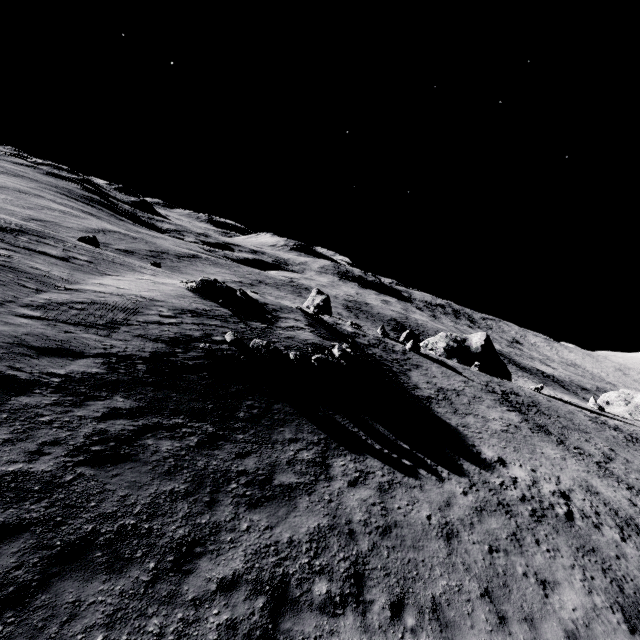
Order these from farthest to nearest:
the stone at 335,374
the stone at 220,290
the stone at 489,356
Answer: the stone at 489,356 → the stone at 220,290 → the stone at 335,374

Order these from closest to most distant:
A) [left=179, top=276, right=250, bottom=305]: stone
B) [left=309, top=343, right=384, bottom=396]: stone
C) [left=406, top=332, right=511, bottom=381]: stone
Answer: [left=309, top=343, right=384, bottom=396]: stone → [left=179, top=276, right=250, bottom=305]: stone → [left=406, top=332, right=511, bottom=381]: stone

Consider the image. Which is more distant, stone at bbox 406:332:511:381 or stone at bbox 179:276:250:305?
stone at bbox 406:332:511:381

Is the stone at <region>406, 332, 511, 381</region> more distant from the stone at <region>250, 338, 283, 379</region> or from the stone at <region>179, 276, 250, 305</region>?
the stone at <region>250, 338, 283, 379</region>

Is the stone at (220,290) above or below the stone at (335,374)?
above

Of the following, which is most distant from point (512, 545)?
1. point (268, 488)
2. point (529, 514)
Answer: point (268, 488)

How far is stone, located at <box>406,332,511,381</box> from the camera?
50.5m

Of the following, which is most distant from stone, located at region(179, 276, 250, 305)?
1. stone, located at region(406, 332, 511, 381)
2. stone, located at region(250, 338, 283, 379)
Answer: stone, located at region(406, 332, 511, 381)
